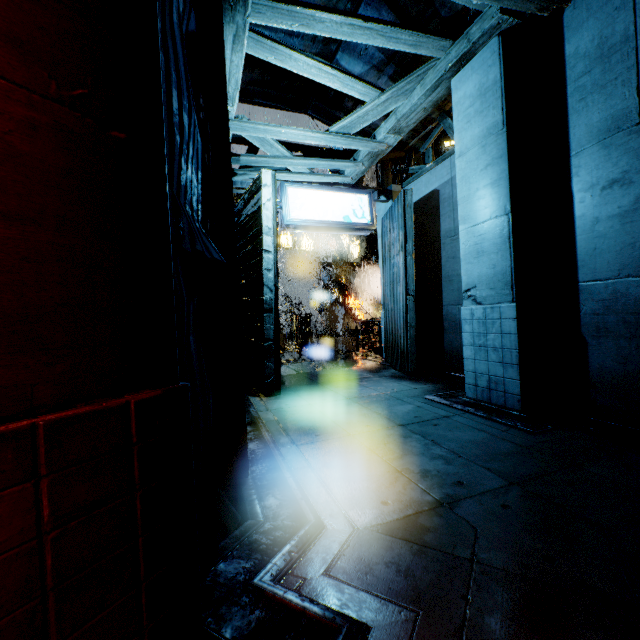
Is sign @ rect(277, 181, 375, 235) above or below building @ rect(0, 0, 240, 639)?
above

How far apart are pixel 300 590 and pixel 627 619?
1.88m

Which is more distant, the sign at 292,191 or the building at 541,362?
the sign at 292,191

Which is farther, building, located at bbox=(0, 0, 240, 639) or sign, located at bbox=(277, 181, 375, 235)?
sign, located at bbox=(277, 181, 375, 235)

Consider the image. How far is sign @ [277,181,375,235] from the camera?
8.18m

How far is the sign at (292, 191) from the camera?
8.2m

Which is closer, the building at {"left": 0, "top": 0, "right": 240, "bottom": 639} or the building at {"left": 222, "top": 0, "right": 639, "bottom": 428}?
the building at {"left": 0, "top": 0, "right": 240, "bottom": 639}

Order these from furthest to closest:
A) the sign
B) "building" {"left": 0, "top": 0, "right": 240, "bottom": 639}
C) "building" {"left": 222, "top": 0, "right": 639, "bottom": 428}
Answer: the sign, "building" {"left": 222, "top": 0, "right": 639, "bottom": 428}, "building" {"left": 0, "top": 0, "right": 240, "bottom": 639}
